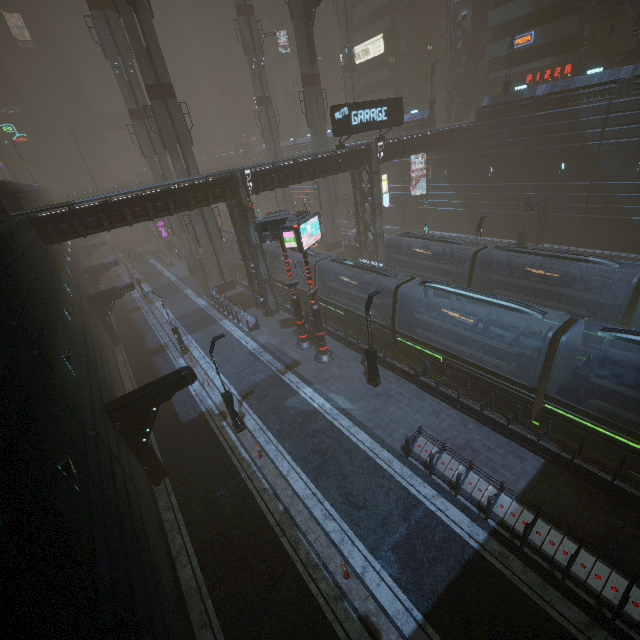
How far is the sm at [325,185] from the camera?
38.75m

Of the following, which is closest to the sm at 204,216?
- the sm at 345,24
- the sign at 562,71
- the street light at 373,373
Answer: the sm at 345,24

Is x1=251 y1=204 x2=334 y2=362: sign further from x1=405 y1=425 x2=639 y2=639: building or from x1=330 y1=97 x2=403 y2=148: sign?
x1=330 y1=97 x2=403 y2=148: sign

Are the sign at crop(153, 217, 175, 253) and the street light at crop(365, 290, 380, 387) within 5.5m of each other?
no

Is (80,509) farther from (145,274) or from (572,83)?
(145,274)

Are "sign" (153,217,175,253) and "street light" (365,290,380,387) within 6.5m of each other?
no

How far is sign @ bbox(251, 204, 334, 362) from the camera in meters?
17.0 m

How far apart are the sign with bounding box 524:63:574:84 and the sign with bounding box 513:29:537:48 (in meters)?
3.70
